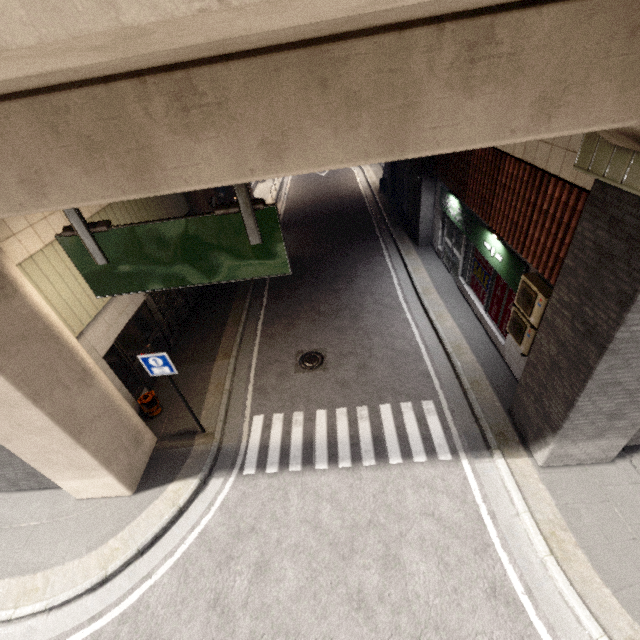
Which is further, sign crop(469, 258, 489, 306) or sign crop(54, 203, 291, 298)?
sign crop(469, 258, 489, 306)

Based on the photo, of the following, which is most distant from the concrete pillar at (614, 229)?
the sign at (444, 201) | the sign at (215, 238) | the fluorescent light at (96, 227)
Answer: the fluorescent light at (96, 227)

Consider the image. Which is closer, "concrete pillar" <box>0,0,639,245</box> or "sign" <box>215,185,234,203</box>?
"concrete pillar" <box>0,0,639,245</box>

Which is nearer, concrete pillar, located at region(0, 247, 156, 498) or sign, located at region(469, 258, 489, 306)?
concrete pillar, located at region(0, 247, 156, 498)

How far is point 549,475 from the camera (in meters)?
6.27

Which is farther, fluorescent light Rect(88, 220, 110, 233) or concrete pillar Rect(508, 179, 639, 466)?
fluorescent light Rect(88, 220, 110, 233)

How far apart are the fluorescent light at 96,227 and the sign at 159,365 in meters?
2.4

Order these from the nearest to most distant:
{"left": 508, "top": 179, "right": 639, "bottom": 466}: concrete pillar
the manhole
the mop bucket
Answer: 1. {"left": 508, "top": 179, "right": 639, "bottom": 466}: concrete pillar
2. the mop bucket
3. the manhole
